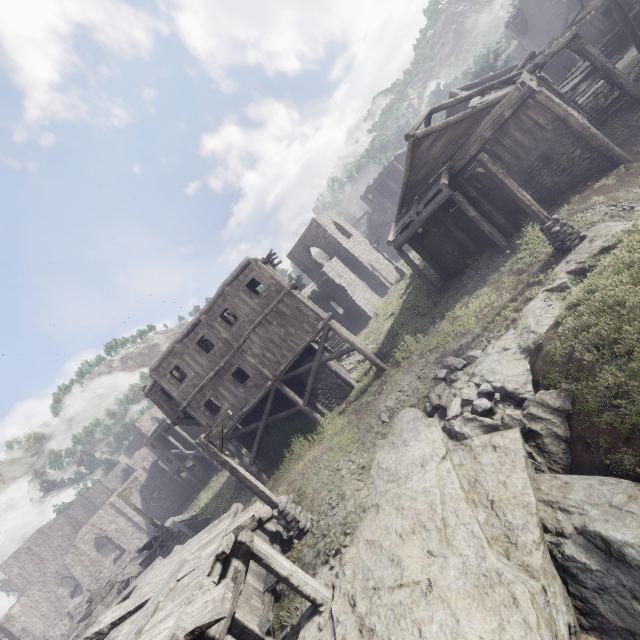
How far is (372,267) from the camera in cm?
3559

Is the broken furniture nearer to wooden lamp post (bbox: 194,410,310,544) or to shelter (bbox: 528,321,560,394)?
wooden lamp post (bbox: 194,410,310,544)

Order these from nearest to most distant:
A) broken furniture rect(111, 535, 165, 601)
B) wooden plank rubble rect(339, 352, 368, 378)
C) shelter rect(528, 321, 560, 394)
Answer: shelter rect(528, 321, 560, 394) < broken furniture rect(111, 535, 165, 601) < wooden plank rubble rect(339, 352, 368, 378)

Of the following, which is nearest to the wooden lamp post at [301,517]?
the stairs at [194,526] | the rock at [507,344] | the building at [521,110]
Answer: the building at [521,110]

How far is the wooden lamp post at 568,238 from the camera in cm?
1178

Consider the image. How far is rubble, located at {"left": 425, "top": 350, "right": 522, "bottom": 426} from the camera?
9.9 meters

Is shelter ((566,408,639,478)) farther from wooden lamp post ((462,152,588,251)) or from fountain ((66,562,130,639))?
fountain ((66,562,130,639))

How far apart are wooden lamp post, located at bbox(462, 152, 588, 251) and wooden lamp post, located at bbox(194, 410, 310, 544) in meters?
12.8 m
